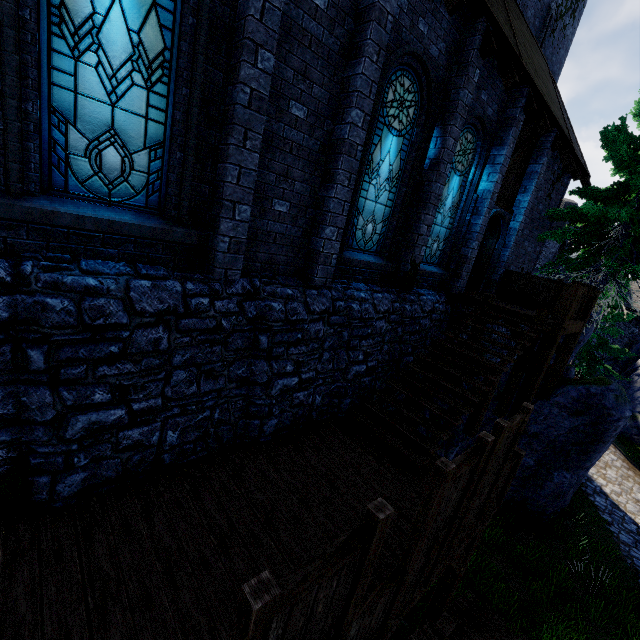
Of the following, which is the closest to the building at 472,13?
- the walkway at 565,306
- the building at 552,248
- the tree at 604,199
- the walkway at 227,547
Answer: the walkway at 565,306

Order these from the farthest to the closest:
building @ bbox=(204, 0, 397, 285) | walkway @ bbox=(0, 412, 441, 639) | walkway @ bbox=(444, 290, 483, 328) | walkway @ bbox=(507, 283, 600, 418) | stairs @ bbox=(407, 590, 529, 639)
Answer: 1. walkway @ bbox=(444, 290, 483, 328)
2. walkway @ bbox=(507, 283, 600, 418)
3. stairs @ bbox=(407, 590, 529, 639)
4. building @ bbox=(204, 0, 397, 285)
5. walkway @ bbox=(0, 412, 441, 639)

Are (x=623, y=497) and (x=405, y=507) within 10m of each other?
no

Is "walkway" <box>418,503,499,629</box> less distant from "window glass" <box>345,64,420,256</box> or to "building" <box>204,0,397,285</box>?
"building" <box>204,0,397,285</box>

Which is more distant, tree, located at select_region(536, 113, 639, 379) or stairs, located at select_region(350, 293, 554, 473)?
tree, located at select_region(536, 113, 639, 379)

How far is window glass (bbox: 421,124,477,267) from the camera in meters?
8.5

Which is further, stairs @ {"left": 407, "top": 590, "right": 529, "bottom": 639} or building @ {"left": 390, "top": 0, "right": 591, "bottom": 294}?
building @ {"left": 390, "top": 0, "right": 591, "bottom": 294}

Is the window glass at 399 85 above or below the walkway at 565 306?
above
